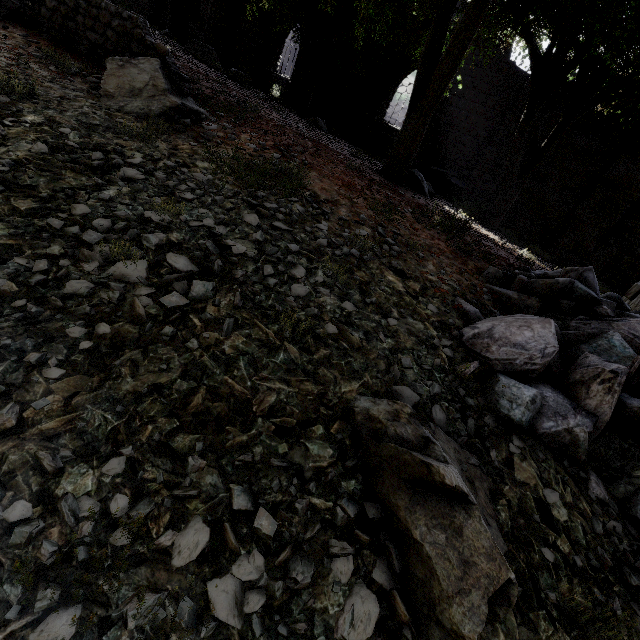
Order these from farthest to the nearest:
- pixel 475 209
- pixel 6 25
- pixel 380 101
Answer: pixel 380 101 → pixel 475 209 → pixel 6 25

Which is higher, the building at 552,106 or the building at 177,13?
the building at 552,106

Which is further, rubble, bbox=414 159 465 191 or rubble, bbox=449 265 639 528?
rubble, bbox=414 159 465 191

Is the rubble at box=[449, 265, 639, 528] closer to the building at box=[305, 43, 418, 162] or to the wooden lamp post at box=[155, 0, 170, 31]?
the building at box=[305, 43, 418, 162]

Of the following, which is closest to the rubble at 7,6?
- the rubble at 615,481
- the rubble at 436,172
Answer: the rubble at 615,481

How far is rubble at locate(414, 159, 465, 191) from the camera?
15.80m

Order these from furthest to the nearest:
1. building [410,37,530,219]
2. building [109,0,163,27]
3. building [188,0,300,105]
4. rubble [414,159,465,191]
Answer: building [188,0,300,105], building [109,0,163,27], rubble [414,159,465,191], building [410,37,530,219]
